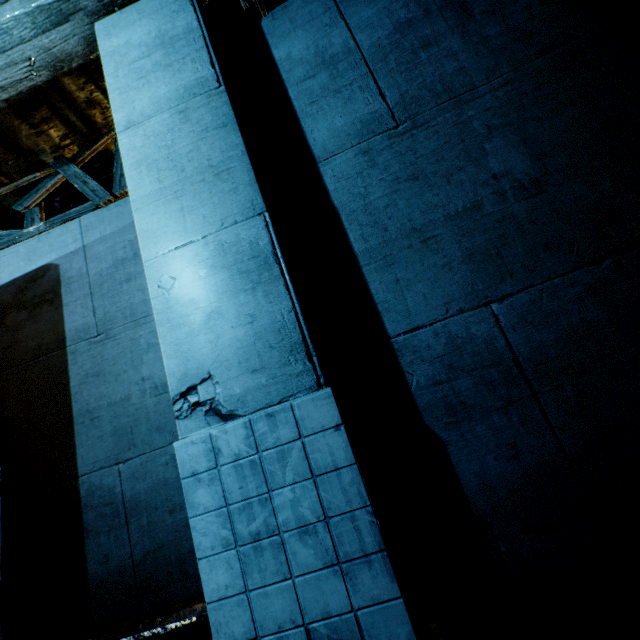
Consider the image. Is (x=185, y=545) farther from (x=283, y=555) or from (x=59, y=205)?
(x=59, y=205)
